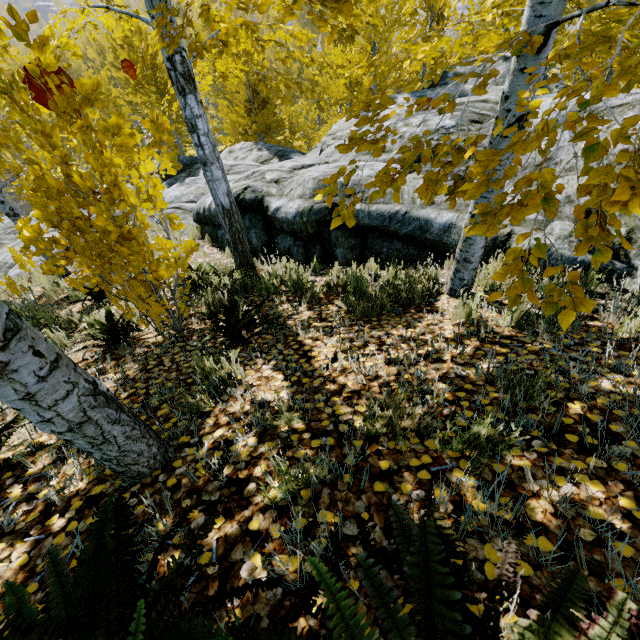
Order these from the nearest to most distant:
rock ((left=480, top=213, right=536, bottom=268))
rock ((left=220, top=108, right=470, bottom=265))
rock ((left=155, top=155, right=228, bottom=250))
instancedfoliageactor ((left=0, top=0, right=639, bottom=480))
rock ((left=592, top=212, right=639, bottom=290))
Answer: instancedfoliageactor ((left=0, top=0, right=639, bottom=480)) < rock ((left=592, top=212, right=639, bottom=290)) < rock ((left=480, top=213, right=536, bottom=268)) < rock ((left=220, top=108, right=470, bottom=265)) < rock ((left=155, top=155, right=228, bottom=250))

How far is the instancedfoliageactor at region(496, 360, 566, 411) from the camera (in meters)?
1.59

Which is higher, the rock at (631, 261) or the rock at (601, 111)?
the rock at (601, 111)

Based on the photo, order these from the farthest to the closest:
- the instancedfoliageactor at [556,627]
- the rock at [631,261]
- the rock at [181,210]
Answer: the rock at [181,210] → the rock at [631,261] → the instancedfoliageactor at [556,627]

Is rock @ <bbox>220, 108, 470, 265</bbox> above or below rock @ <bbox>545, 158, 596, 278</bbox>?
below

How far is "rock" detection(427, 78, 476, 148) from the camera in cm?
586

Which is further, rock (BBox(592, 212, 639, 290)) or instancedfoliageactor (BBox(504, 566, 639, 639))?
rock (BBox(592, 212, 639, 290))

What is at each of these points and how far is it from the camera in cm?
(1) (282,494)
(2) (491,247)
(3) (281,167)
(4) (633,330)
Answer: (1) instancedfoliageactor, 137
(2) rock, 425
(3) rock, 753
(4) instancedfoliageactor, 230
